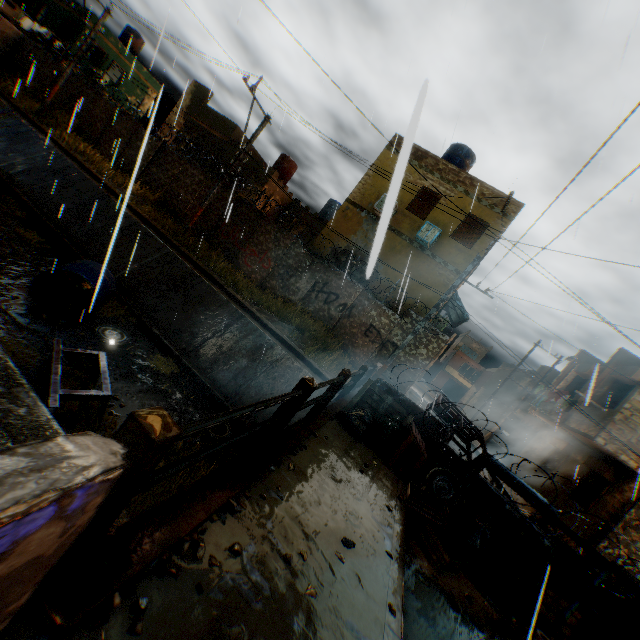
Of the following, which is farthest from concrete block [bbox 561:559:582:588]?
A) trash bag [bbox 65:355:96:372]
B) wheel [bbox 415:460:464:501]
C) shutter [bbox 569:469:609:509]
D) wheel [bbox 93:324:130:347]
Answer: shutter [bbox 569:469:609:509]

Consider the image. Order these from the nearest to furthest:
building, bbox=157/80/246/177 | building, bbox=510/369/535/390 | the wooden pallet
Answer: the wooden pallet → building, bbox=157/80/246/177 → building, bbox=510/369/535/390

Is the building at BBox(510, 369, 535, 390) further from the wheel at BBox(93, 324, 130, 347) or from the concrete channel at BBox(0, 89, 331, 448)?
the wheel at BBox(93, 324, 130, 347)

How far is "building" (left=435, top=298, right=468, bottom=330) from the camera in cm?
1642

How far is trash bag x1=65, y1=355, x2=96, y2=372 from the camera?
7.4 meters

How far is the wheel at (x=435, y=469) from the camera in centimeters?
595cm

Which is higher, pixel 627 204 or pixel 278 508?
pixel 627 204

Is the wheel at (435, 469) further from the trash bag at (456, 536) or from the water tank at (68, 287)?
the water tank at (68, 287)
